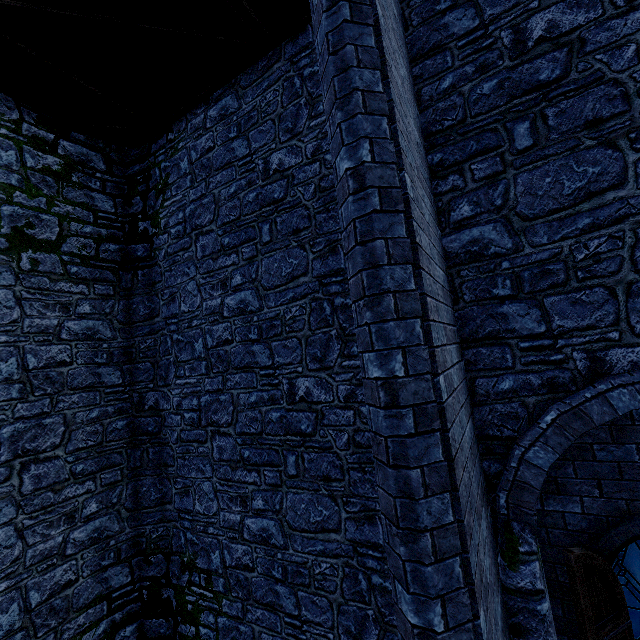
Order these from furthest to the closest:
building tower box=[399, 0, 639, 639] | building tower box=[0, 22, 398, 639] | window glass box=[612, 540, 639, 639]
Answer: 1. window glass box=[612, 540, 639, 639]
2. building tower box=[0, 22, 398, 639]
3. building tower box=[399, 0, 639, 639]

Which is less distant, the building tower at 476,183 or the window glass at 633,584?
the building tower at 476,183

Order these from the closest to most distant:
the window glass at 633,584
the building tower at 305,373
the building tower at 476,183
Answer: Result:
1. the building tower at 476,183
2. the building tower at 305,373
3. the window glass at 633,584

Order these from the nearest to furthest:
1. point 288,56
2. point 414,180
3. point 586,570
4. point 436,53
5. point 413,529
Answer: point 413,529
point 414,180
point 586,570
point 436,53
point 288,56

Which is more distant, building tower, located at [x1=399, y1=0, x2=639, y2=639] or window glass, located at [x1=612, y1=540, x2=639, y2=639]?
window glass, located at [x1=612, y1=540, x2=639, y2=639]

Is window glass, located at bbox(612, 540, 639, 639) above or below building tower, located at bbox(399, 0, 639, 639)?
below

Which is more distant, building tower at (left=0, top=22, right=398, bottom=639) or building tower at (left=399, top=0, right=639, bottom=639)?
building tower at (left=0, top=22, right=398, bottom=639)
